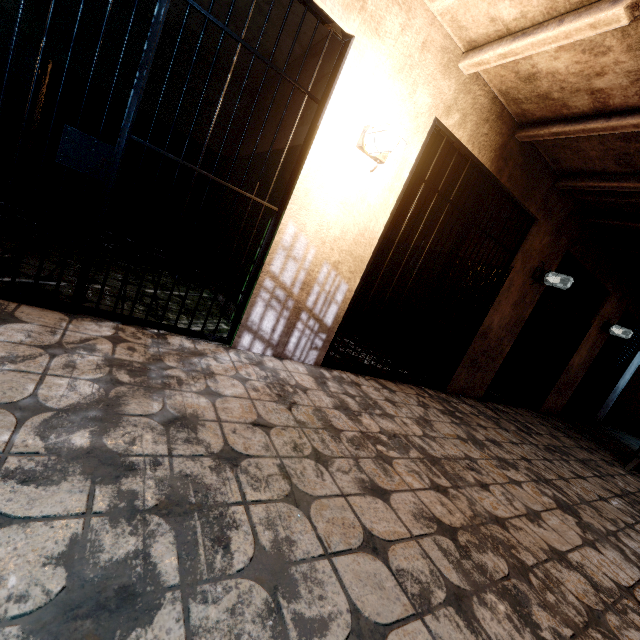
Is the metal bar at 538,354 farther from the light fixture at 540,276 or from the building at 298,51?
the building at 298,51

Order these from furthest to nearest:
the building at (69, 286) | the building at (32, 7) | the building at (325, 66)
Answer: the building at (32, 7)
the building at (325, 66)
the building at (69, 286)

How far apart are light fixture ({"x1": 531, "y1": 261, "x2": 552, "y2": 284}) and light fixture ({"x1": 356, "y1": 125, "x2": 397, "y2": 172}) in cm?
Result: 289

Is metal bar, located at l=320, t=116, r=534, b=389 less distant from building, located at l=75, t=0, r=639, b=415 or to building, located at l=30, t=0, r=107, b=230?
building, located at l=75, t=0, r=639, b=415

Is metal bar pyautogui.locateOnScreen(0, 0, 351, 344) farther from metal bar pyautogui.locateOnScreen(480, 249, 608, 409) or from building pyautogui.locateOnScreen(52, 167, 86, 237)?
metal bar pyautogui.locateOnScreen(480, 249, 608, 409)

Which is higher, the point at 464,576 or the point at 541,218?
the point at 541,218

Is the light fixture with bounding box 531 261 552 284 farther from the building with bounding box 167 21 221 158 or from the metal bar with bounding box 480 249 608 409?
the building with bounding box 167 21 221 158

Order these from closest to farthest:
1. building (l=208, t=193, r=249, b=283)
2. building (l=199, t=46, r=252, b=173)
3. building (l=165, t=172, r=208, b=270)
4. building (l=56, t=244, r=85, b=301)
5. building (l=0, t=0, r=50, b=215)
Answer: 1. building (l=56, t=244, r=85, b=301)
2. building (l=0, t=0, r=50, b=215)
3. building (l=208, t=193, r=249, b=283)
4. building (l=199, t=46, r=252, b=173)
5. building (l=165, t=172, r=208, b=270)
